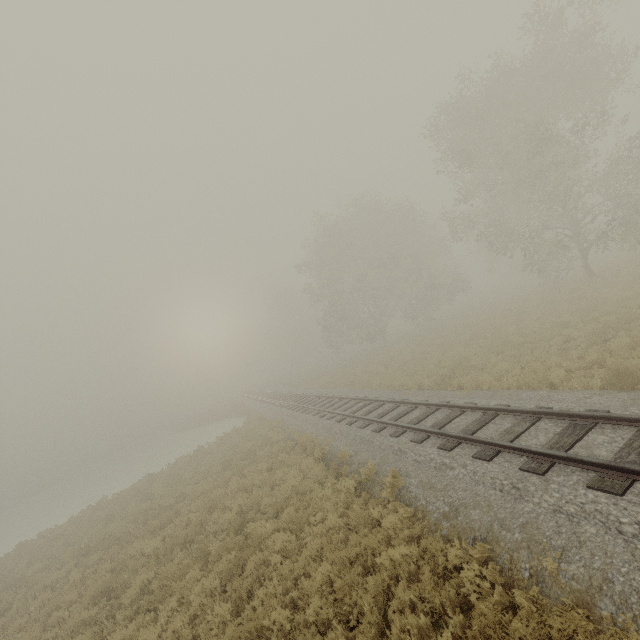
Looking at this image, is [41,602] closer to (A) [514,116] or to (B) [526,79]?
(A) [514,116]
